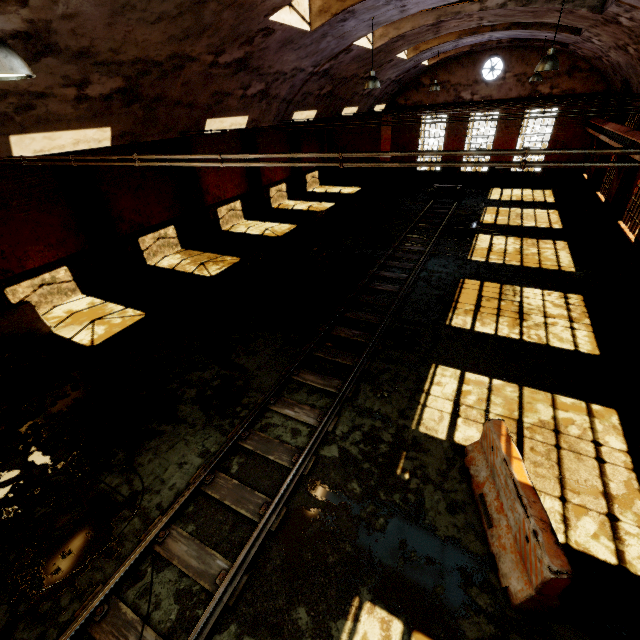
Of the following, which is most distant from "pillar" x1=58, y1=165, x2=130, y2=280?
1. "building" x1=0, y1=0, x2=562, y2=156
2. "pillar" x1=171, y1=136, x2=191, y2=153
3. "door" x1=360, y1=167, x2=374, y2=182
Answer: "door" x1=360, y1=167, x2=374, y2=182

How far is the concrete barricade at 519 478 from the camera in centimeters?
368cm

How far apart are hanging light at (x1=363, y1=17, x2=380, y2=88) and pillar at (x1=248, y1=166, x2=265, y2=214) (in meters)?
9.92

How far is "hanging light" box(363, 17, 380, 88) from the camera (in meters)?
9.56

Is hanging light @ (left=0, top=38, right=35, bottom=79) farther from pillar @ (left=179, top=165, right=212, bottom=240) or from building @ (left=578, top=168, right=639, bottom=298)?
pillar @ (left=179, top=165, right=212, bottom=240)

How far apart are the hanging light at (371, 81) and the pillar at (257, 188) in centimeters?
992cm

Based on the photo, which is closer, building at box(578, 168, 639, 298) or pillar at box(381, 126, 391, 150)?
building at box(578, 168, 639, 298)

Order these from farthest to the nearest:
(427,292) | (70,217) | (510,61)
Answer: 1. (510,61)
2. (70,217)
3. (427,292)
